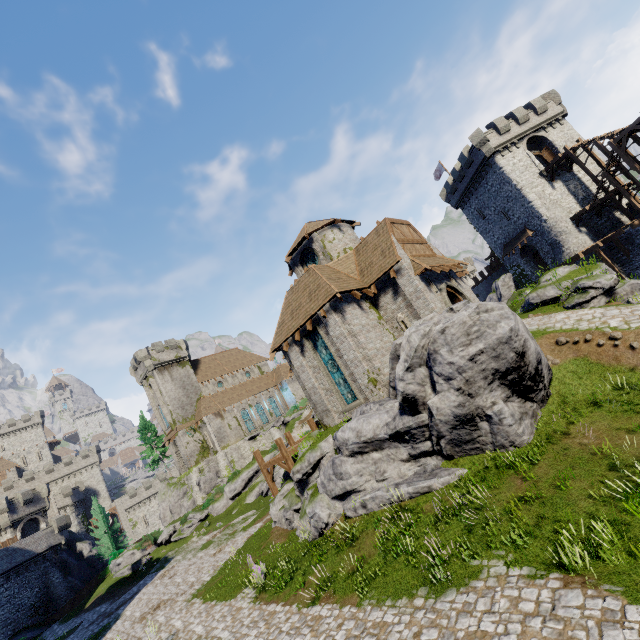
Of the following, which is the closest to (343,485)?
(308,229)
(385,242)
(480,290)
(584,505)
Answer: (584,505)

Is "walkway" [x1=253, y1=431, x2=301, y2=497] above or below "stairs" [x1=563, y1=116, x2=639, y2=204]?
below

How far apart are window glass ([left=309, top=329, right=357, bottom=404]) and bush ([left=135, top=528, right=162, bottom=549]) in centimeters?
3474cm

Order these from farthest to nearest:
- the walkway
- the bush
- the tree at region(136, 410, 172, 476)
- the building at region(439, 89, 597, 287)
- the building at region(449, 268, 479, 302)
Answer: the tree at region(136, 410, 172, 476), the bush, the building at region(439, 89, 597, 287), the building at region(449, 268, 479, 302), the walkway

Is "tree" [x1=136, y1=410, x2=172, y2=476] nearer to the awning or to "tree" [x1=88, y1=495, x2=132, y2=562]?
"tree" [x1=88, y1=495, x2=132, y2=562]

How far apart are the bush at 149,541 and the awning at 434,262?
41.9m

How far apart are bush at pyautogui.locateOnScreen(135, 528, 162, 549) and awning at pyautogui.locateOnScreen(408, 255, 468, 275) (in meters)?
41.91

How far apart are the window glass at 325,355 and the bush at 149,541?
34.74m
